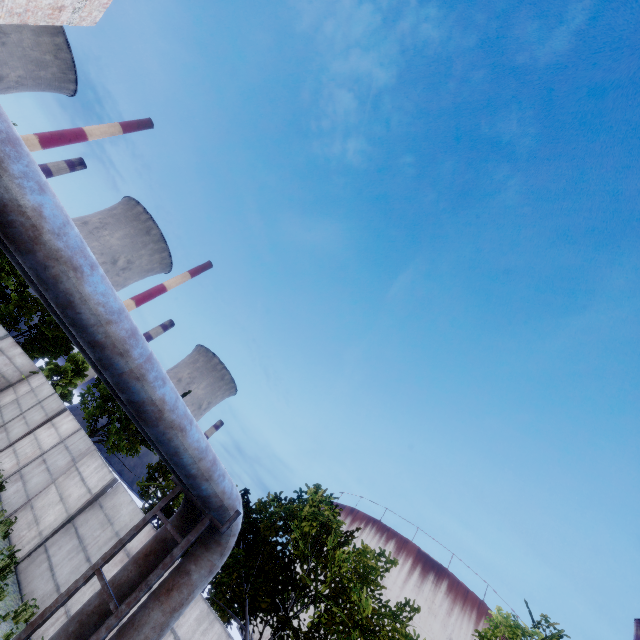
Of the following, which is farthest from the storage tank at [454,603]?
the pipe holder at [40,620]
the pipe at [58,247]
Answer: the pipe holder at [40,620]

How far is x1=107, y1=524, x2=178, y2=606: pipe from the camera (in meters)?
5.13

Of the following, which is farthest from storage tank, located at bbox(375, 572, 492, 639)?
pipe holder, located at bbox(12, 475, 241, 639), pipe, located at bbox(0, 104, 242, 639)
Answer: pipe holder, located at bbox(12, 475, 241, 639)

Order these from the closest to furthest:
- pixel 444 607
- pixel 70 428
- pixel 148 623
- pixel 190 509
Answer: pixel 148 623
pixel 190 509
pixel 70 428
pixel 444 607

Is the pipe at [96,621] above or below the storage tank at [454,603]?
below

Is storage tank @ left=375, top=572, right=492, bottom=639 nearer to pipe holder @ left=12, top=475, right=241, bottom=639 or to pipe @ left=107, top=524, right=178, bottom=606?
pipe @ left=107, top=524, right=178, bottom=606

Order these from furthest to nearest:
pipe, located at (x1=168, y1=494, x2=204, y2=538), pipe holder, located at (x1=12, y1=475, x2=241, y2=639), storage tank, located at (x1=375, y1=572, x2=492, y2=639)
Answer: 1. storage tank, located at (x1=375, y1=572, x2=492, y2=639)
2. pipe, located at (x1=168, y1=494, x2=204, y2=538)
3. pipe holder, located at (x1=12, y1=475, x2=241, y2=639)
